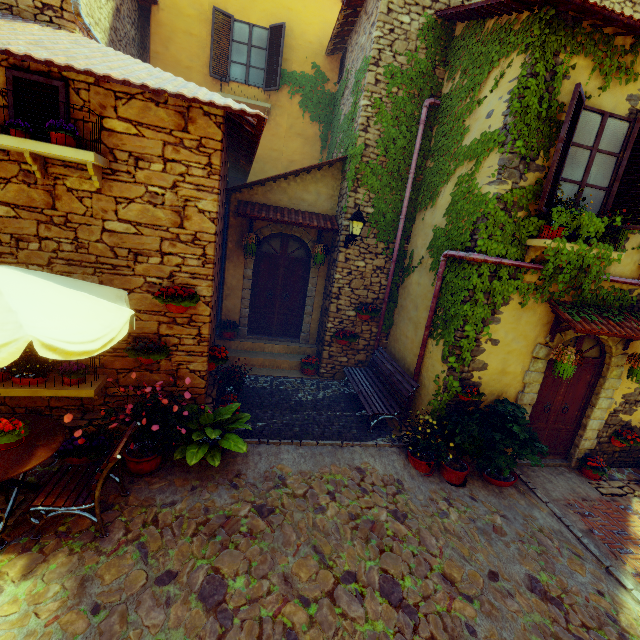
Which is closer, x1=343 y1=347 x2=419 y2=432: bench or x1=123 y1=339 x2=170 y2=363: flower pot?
x1=123 y1=339 x2=170 y2=363: flower pot

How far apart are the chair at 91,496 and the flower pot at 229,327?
4.51m

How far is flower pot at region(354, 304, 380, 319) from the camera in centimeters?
784cm

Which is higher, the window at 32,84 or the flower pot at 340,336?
the window at 32,84

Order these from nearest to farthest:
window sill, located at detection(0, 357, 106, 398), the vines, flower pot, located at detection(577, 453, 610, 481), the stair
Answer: window sill, located at detection(0, 357, 106, 398)
the vines
the stair
flower pot, located at detection(577, 453, 610, 481)

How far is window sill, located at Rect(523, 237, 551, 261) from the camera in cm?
495

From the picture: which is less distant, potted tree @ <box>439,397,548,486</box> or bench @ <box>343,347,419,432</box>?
potted tree @ <box>439,397,548,486</box>

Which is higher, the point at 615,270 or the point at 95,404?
the point at 615,270
